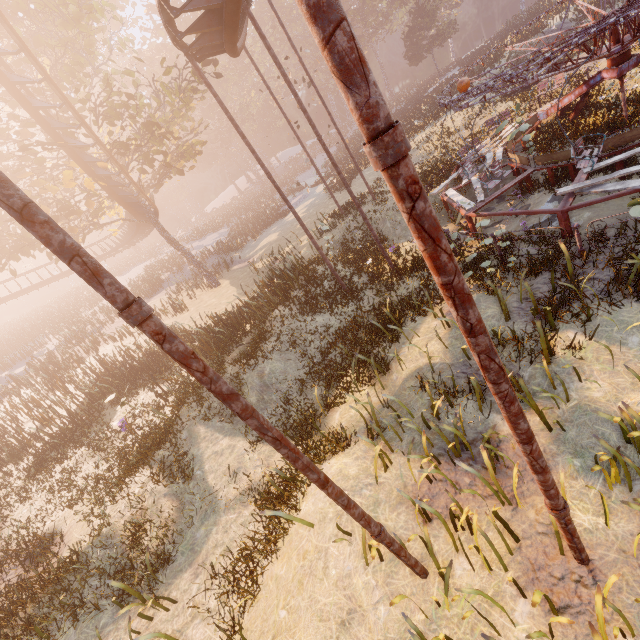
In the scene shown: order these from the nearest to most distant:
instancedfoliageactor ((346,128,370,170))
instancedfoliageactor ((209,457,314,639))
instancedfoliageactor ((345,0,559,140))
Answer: instancedfoliageactor ((209,457,314,639))
instancedfoliageactor ((346,128,370,170))
instancedfoliageactor ((345,0,559,140))

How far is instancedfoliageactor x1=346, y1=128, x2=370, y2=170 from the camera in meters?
28.5 m

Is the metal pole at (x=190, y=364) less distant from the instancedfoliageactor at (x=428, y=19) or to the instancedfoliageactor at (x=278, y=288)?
the instancedfoliageactor at (x=278, y=288)

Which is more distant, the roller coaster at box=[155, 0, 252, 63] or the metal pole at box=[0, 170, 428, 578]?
the roller coaster at box=[155, 0, 252, 63]

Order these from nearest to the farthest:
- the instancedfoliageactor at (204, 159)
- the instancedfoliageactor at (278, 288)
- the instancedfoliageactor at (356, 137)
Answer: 1. the instancedfoliageactor at (278, 288)
2. the instancedfoliageactor at (356, 137)
3. the instancedfoliageactor at (204, 159)

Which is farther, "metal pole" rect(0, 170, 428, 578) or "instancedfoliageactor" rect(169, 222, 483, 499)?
"instancedfoliageactor" rect(169, 222, 483, 499)

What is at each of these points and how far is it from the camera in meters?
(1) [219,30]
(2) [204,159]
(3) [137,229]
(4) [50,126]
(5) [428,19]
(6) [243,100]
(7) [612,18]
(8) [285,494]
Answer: (1) roller coaster, 8.0 m
(2) instancedfoliageactor, 55.3 m
(3) roller coaster, 27.1 m
(4) roller coaster, 13.2 m
(5) instancedfoliageactor, 40.7 m
(6) instancedfoliageactor, 52.6 m
(7) merry-go-round, 6.6 m
(8) instancedfoliageactor, 7.3 m

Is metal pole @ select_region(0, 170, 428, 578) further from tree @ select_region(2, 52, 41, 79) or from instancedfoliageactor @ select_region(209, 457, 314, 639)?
tree @ select_region(2, 52, 41, 79)
